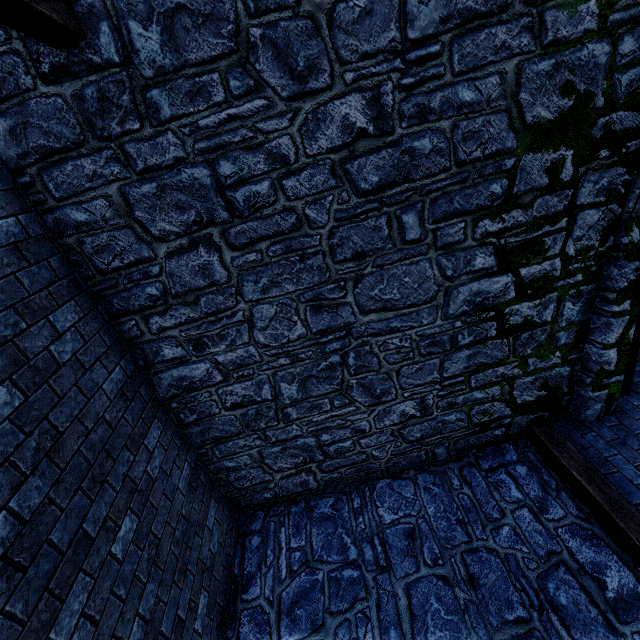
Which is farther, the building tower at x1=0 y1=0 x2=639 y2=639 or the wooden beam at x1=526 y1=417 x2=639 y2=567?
the wooden beam at x1=526 y1=417 x2=639 y2=567

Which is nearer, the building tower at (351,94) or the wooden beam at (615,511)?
the building tower at (351,94)

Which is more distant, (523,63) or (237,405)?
(237,405)
